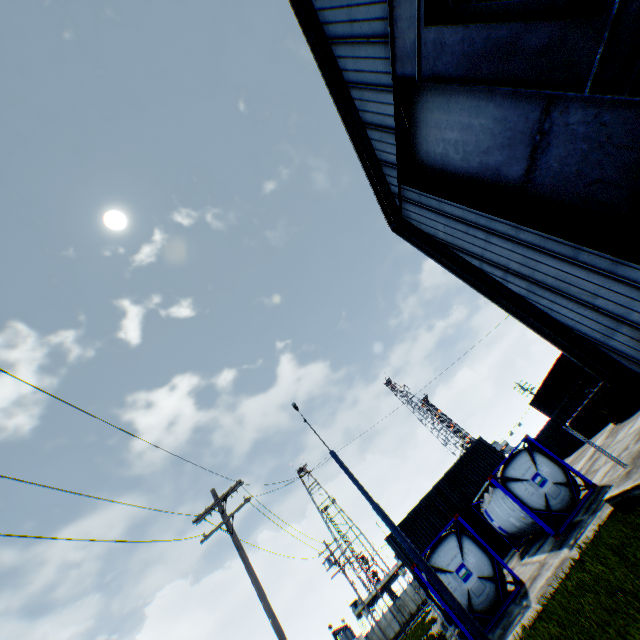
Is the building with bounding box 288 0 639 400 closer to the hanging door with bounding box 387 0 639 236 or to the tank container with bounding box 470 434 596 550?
the hanging door with bounding box 387 0 639 236

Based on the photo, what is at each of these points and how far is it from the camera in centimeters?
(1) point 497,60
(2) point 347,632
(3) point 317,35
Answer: (1) hanging door, 755cm
(2) metal gate, 4662cm
(3) building, 1114cm

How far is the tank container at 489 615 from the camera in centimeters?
1227cm

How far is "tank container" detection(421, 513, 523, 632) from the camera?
12.3 meters

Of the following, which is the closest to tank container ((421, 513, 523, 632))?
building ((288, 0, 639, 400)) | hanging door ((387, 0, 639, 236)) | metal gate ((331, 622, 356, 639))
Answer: building ((288, 0, 639, 400))

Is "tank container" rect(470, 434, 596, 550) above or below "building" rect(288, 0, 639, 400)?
below

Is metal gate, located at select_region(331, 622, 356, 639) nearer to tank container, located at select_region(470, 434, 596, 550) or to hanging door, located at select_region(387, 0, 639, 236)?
tank container, located at select_region(470, 434, 596, 550)
